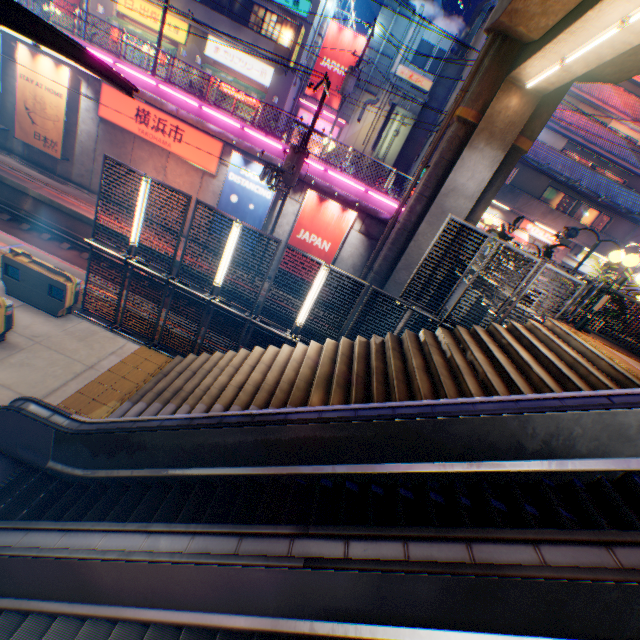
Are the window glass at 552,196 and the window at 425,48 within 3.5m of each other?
no

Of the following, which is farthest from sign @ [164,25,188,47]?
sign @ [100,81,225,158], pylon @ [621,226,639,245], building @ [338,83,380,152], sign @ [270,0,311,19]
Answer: pylon @ [621,226,639,245]

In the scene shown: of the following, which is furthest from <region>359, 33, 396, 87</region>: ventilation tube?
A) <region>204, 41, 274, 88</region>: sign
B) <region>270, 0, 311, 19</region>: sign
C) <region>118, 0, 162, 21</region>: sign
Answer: <region>118, 0, 162, 21</region>: sign

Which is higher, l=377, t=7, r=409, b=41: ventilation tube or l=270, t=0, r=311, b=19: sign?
l=377, t=7, r=409, b=41: ventilation tube

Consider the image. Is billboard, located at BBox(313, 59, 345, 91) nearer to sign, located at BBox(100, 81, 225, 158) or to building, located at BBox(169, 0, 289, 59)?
building, located at BBox(169, 0, 289, 59)

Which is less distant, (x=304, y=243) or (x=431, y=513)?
(x=431, y=513)

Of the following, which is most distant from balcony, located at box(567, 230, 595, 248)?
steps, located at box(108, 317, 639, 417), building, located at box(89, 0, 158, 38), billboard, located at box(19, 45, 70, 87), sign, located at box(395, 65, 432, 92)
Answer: billboard, located at box(19, 45, 70, 87)

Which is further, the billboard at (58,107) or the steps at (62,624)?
the billboard at (58,107)
